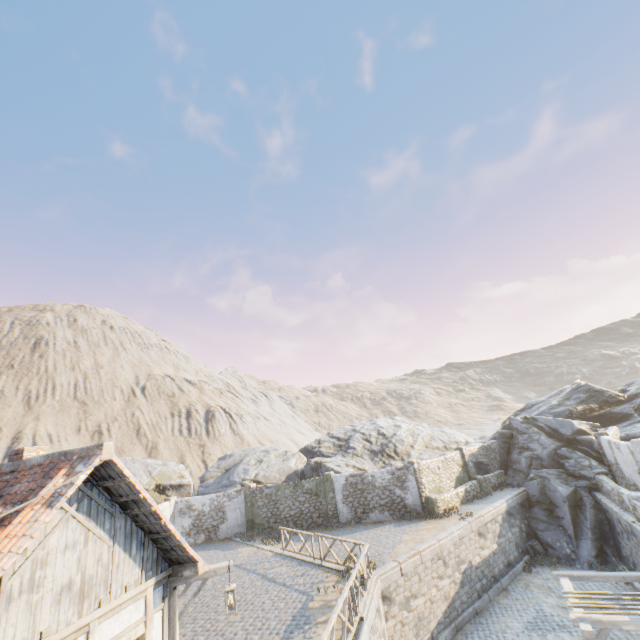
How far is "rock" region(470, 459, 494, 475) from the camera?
25.2 meters

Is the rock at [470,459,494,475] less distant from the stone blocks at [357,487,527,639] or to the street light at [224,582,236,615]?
the stone blocks at [357,487,527,639]

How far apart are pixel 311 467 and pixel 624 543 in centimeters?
1895cm

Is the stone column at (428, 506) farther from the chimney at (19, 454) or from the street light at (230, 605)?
the chimney at (19, 454)

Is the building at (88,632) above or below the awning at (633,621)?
above

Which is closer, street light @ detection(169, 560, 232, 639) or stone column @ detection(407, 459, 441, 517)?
street light @ detection(169, 560, 232, 639)

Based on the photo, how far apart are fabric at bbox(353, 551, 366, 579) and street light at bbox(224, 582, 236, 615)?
4.4 meters

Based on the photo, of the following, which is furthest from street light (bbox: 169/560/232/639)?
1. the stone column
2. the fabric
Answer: the stone column
